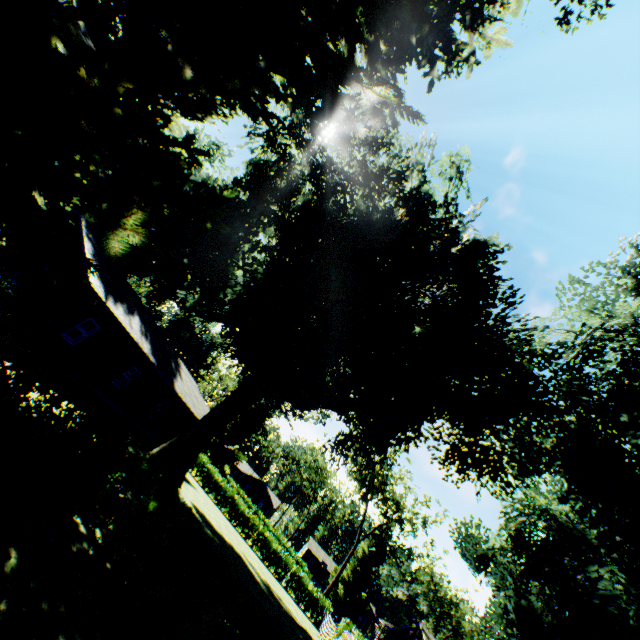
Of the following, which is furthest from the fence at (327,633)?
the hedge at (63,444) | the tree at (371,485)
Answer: the tree at (371,485)

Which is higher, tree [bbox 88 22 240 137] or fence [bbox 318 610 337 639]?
tree [bbox 88 22 240 137]

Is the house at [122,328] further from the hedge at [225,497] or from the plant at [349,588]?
the plant at [349,588]

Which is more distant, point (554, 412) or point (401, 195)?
point (401, 195)

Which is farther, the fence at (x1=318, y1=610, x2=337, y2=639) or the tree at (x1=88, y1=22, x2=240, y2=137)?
the fence at (x1=318, y1=610, x2=337, y2=639)

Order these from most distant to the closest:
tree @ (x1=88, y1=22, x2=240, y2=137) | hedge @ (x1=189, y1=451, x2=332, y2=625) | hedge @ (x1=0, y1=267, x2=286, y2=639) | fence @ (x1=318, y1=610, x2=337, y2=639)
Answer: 1. hedge @ (x1=189, y1=451, x2=332, y2=625)
2. fence @ (x1=318, y1=610, x2=337, y2=639)
3. tree @ (x1=88, y1=22, x2=240, y2=137)
4. hedge @ (x1=0, y1=267, x2=286, y2=639)

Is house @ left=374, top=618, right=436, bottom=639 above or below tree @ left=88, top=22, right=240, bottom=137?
below

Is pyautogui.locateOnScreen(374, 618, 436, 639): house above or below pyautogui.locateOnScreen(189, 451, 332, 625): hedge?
above
